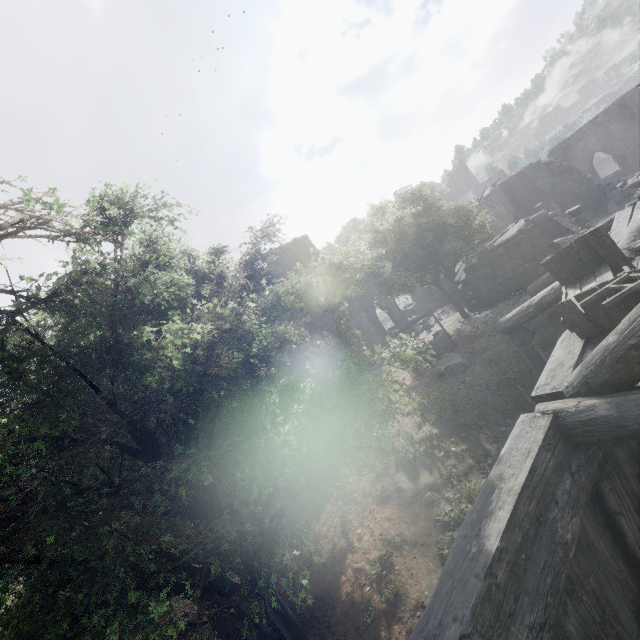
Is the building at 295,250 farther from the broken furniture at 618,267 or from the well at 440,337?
the well at 440,337

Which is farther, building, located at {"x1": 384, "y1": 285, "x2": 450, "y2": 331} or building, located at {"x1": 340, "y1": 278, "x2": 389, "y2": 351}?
building, located at {"x1": 384, "y1": 285, "x2": 450, "y2": 331}

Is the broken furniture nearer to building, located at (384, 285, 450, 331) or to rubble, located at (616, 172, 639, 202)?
building, located at (384, 285, 450, 331)

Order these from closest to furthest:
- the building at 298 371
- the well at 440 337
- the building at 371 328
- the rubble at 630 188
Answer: the well at 440 337, the building at 298 371, the building at 371 328, the rubble at 630 188

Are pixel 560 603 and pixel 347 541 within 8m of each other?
yes

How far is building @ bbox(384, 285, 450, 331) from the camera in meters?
25.5 m

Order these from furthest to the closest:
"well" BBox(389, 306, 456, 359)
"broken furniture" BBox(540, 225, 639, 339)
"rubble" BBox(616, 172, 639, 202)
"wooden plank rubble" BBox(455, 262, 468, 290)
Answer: "rubble" BBox(616, 172, 639, 202) < "wooden plank rubble" BBox(455, 262, 468, 290) < "well" BBox(389, 306, 456, 359) < "broken furniture" BBox(540, 225, 639, 339)

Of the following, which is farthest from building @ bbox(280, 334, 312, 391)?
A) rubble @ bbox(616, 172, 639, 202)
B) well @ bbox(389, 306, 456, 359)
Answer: well @ bbox(389, 306, 456, 359)
